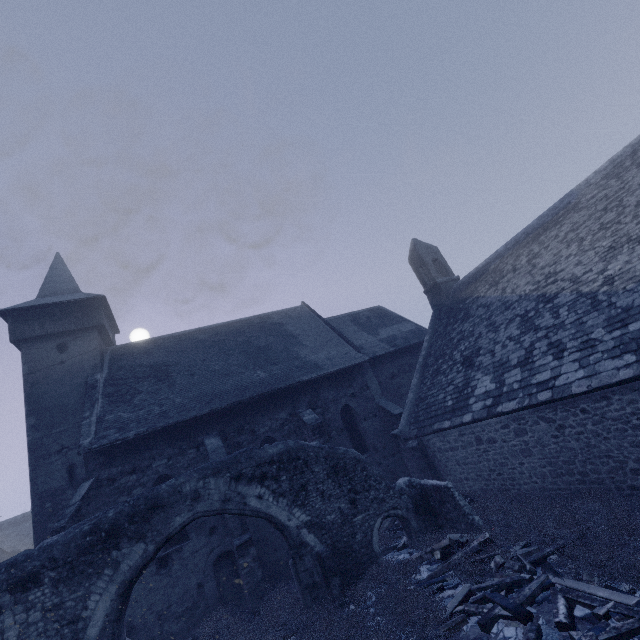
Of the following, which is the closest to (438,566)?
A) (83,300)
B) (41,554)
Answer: (41,554)

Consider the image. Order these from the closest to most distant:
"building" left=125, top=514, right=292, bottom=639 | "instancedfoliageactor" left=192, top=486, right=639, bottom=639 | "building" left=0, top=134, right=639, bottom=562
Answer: "instancedfoliageactor" left=192, top=486, right=639, bottom=639, "building" left=0, top=134, right=639, bottom=562, "building" left=125, top=514, right=292, bottom=639

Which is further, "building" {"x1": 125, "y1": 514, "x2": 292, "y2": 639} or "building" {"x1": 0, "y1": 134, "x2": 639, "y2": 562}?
"building" {"x1": 125, "y1": 514, "x2": 292, "y2": 639}

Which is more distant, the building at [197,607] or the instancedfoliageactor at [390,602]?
the building at [197,607]

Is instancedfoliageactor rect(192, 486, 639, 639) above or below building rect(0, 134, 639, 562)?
below

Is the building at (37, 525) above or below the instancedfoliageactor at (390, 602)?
above

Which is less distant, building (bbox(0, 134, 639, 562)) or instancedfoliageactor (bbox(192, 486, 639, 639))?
instancedfoliageactor (bbox(192, 486, 639, 639))
